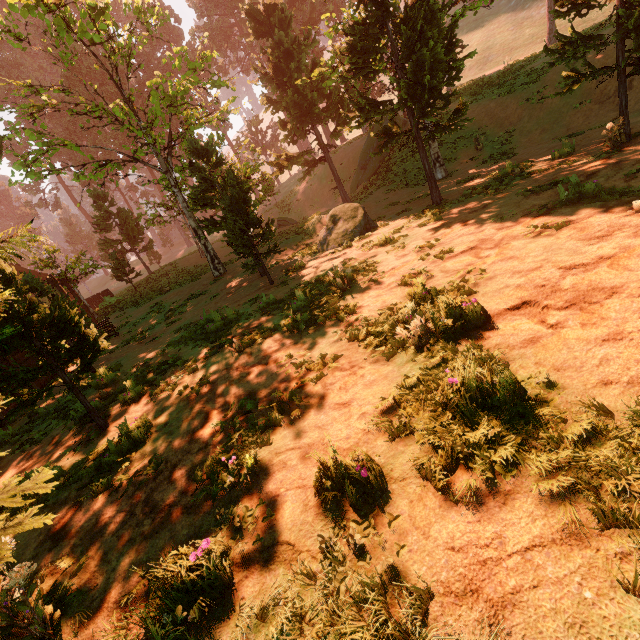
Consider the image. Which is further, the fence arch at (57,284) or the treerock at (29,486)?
the fence arch at (57,284)

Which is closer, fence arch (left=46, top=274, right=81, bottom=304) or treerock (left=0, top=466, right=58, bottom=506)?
treerock (left=0, top=466, right=58, bottom=506)

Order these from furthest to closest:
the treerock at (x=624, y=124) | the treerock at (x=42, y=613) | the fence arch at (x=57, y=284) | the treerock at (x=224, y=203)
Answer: the fence arch at (x=57, y=284) → the treerock at (x=224, y=203) → the treerock at (x=624, y=124) → the treerock at (x=42, y=613)

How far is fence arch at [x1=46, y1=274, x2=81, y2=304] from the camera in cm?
1652

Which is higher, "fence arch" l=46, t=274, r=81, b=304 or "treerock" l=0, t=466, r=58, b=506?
"fence arch" l=46, t=274, r=81, b=304

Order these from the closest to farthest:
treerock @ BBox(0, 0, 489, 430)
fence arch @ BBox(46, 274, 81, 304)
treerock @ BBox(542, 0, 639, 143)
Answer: treerock @ BBox(542, 0, 639, 143)
treerock @ BBox(0, 0, 489, 430)
fence arch @ BBox(46, 274, 81, 304)

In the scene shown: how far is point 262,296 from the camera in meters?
11.2
